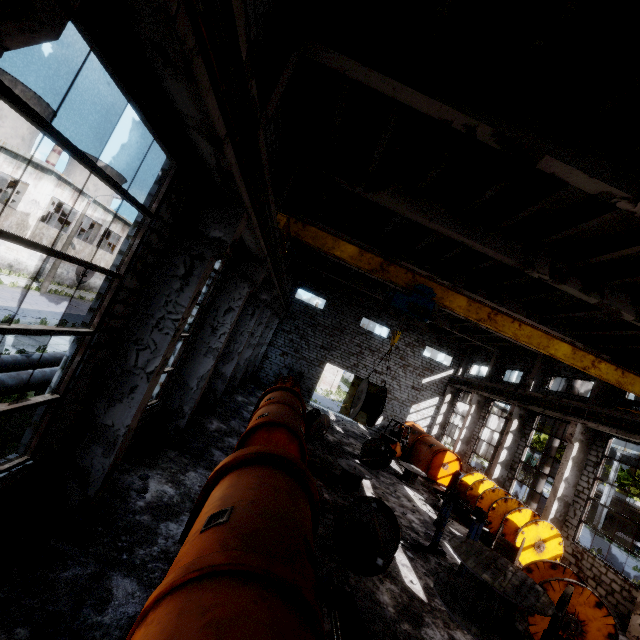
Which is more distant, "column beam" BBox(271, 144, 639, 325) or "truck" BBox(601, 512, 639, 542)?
"truck" BBox(601, 512, 639, 542)

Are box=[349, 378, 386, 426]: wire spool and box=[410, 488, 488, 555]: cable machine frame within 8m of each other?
yes

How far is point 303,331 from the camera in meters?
28.5

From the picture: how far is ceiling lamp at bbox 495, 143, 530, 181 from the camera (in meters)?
6.30

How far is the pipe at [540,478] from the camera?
18.5m

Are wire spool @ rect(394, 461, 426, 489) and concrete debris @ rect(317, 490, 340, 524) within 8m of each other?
yes

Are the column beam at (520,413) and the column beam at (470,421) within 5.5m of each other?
yes

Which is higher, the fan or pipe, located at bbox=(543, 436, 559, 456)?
pipe, located at bbox=(543, 436, 559, 456)
